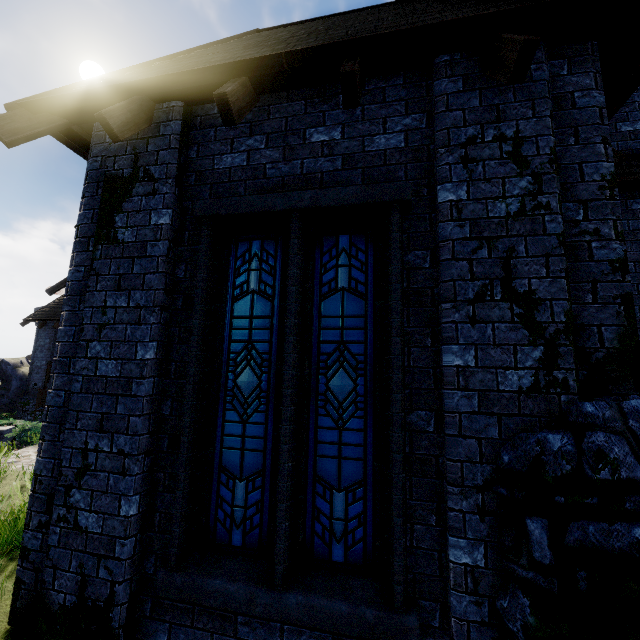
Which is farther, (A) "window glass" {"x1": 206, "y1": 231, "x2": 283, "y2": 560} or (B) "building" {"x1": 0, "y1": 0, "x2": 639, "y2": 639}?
(A) "window glass" {"x1": 206, "y1": 231, "x2": 283, "y2": 560}

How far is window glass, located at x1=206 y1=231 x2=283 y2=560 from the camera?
3.2 meters

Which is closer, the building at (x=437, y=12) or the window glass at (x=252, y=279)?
the building at (x=437, y=12)

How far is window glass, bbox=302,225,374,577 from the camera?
2.94m

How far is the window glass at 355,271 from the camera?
2.94m

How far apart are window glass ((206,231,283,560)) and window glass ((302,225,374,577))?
0.2 meters

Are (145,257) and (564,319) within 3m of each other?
no
